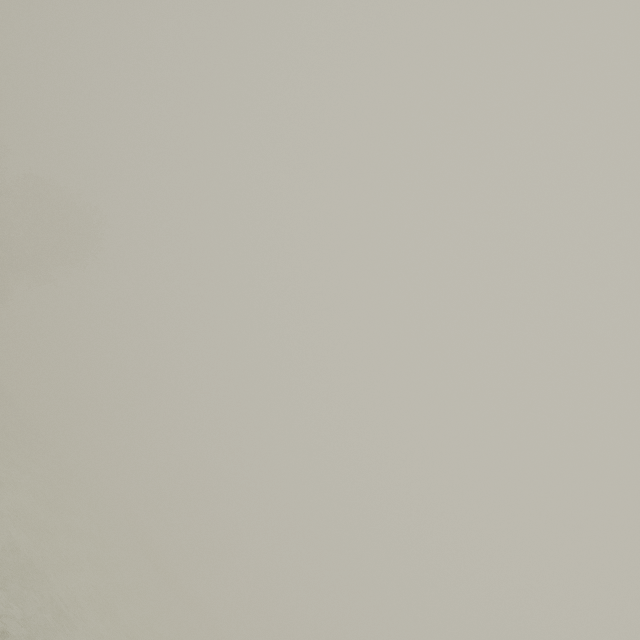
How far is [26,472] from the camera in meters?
20.1 m
